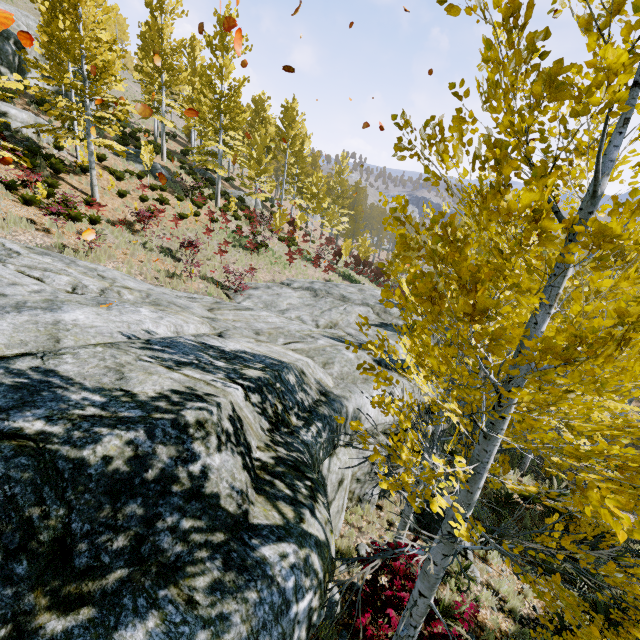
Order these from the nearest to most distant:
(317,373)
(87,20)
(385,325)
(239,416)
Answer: (239,416)
(317,373)
(87,20)
(385,325)

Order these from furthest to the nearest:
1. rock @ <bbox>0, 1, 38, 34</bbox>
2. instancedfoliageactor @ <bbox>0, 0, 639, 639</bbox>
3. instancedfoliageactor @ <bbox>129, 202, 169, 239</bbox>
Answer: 1. rock @ <bbox>0, 1, 38, 34</bbox>
2. instancedfoliageactor @ <bbox>129, 202, 169, 239</bbox>
3. instancedfoliageactor @ <bbox>0, 0, 639, 639</bbox>

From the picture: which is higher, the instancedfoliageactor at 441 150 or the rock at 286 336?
the instancedfoliageactor at 441 150

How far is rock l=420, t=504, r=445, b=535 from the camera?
8.14m

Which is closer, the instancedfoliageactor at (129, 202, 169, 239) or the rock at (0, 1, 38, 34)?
the instancedfoliageactor at (129, 202, 169, 239)

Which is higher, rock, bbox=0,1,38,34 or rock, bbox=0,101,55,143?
rock, bbox=0,1,38,34

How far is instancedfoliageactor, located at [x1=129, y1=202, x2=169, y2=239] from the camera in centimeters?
1479cm

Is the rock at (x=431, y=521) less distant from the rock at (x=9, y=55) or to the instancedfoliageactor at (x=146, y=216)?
the instancedfoliageactor at (x=146, y=216)
